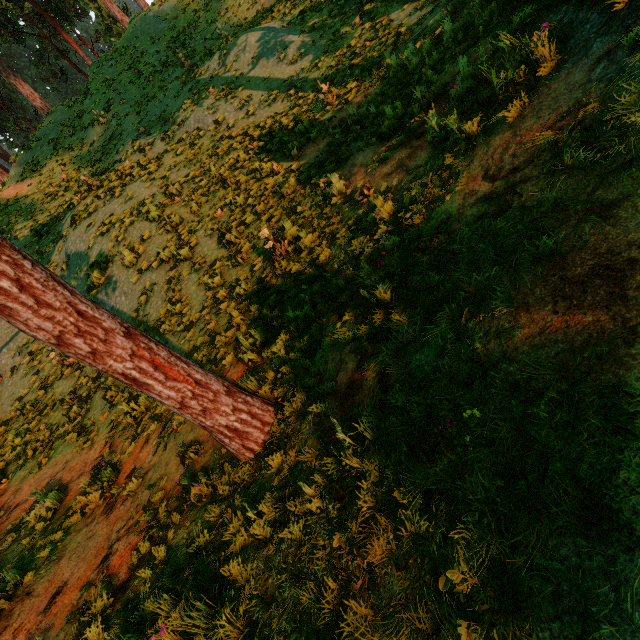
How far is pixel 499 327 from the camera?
2.55m

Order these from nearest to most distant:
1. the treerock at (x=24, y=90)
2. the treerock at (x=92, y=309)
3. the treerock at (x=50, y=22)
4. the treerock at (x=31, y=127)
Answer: the treerock at (x=92, y=309), the treerock at (x=24, y=90), the treerock at (x=31, y=127), the treerock at (x=50, y=22)

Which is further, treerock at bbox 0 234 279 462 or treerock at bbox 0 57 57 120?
treerock at bbox 0 57 57 120

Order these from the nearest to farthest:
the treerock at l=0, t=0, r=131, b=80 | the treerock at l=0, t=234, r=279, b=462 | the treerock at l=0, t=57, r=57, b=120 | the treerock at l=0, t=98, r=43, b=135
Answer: the treerock at l=0, t=234, r=279, b=462, the treerock at l=0, t=57, r=57, b=120, the treerock at l=0, t=98, r=43, b=135, the treerock at l=0, t=0, r=131, b=80

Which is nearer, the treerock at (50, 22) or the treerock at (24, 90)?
the treerock at (24, 90)
